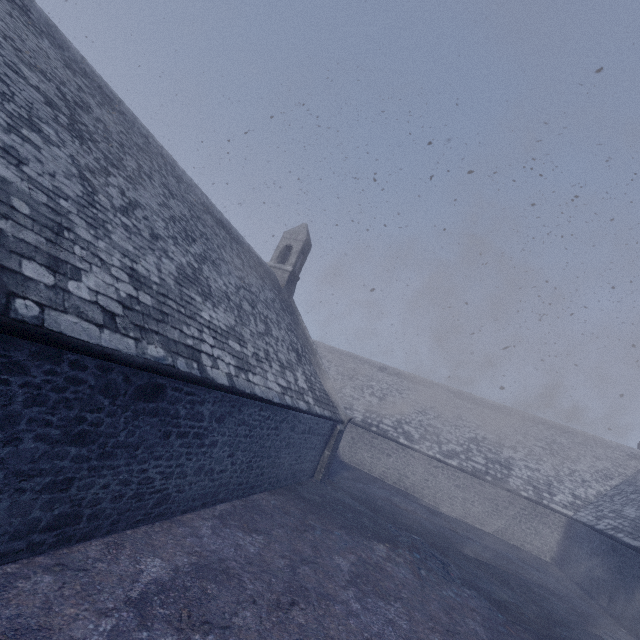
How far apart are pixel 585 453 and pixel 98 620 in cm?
3022
